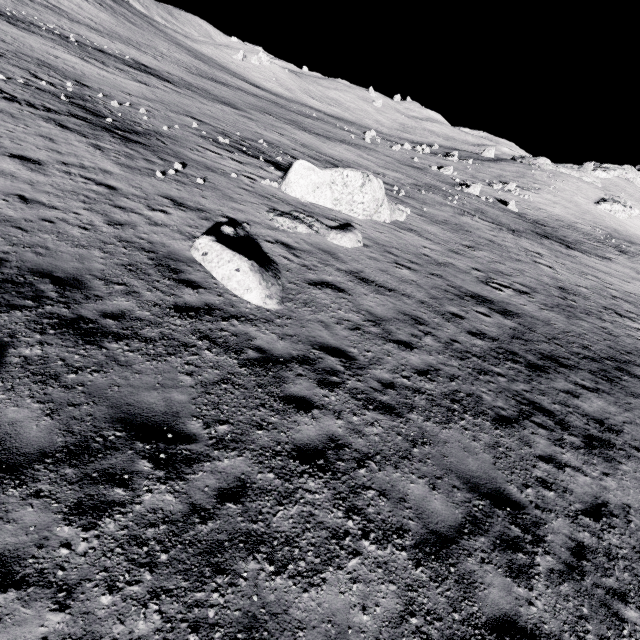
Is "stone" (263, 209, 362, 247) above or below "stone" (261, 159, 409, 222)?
below

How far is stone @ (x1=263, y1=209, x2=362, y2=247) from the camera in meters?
12.8 m

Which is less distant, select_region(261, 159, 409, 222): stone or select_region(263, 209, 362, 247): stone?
select_region(263, 209, 362, 247): stone

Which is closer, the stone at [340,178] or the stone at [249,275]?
the stone at [249,275]

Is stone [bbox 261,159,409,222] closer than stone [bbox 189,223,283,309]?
No

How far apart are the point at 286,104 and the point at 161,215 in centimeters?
5859cm

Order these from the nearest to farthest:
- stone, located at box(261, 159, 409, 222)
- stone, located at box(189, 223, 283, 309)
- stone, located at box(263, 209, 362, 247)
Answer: stone, located at box(189, 223, 283, 309) < stone, located at box(263, 209, 362, 247) < stone, located at box(261, 159, 409, 222)

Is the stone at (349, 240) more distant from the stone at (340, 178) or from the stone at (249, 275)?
the stone at (340, 178)
